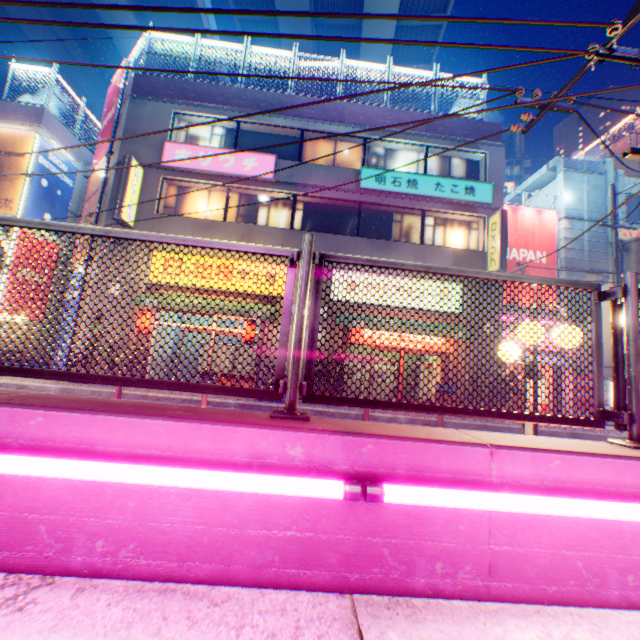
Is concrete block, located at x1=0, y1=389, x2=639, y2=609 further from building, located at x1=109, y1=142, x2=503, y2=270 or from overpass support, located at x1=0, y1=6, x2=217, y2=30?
building, located at x1=109, y1=142, x2=503, y2=270

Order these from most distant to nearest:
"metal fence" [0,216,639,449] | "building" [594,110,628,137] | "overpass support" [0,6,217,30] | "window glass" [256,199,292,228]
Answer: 1. "building" [594,110,628,137]
2. "overpass support" [0,6,217,30]
3. "window glass" [256,199,292,228]
4. "metal fence" [0,216,639,449]

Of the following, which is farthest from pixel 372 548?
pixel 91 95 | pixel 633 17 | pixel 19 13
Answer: pixel 91 95

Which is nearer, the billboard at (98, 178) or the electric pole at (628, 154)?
the electric pole at (628, 154)

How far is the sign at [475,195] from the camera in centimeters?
1350cm

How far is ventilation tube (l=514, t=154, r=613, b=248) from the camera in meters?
15.4 m

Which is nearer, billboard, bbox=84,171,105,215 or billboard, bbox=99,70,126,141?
billboard, bbox=84,171,105,215

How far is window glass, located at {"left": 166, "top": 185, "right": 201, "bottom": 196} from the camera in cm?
1359
